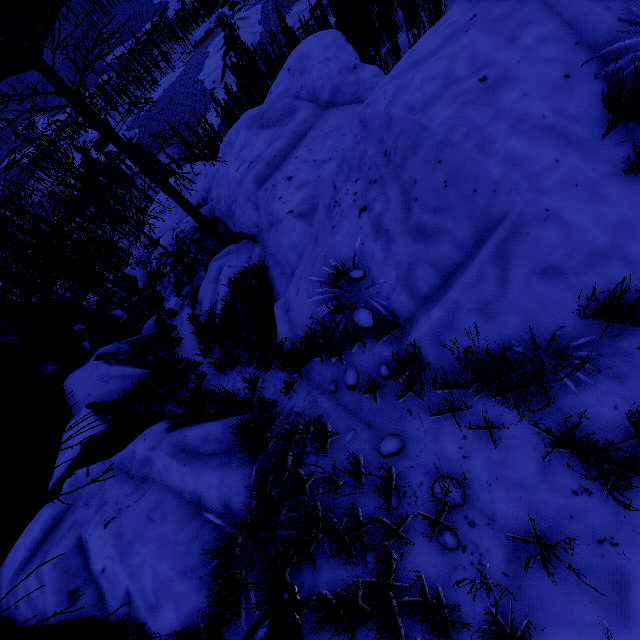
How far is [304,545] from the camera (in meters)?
2.67

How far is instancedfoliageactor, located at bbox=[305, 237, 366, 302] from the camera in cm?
356

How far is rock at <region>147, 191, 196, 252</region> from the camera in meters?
11.3 m

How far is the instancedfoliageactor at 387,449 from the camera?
2.9m

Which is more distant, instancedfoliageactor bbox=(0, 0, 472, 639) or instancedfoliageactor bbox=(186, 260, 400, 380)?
instancedfoliageactor bbox=(186, 260, 400, 380)

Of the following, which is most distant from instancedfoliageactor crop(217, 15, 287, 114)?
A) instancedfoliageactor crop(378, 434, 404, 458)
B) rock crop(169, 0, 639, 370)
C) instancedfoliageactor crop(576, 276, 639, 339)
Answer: instancedfoliageactor crop(378, 434, 404, 458)

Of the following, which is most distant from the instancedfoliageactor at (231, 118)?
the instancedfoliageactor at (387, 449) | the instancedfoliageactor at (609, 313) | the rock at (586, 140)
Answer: the instancedfoliageactor at (387, 449)
